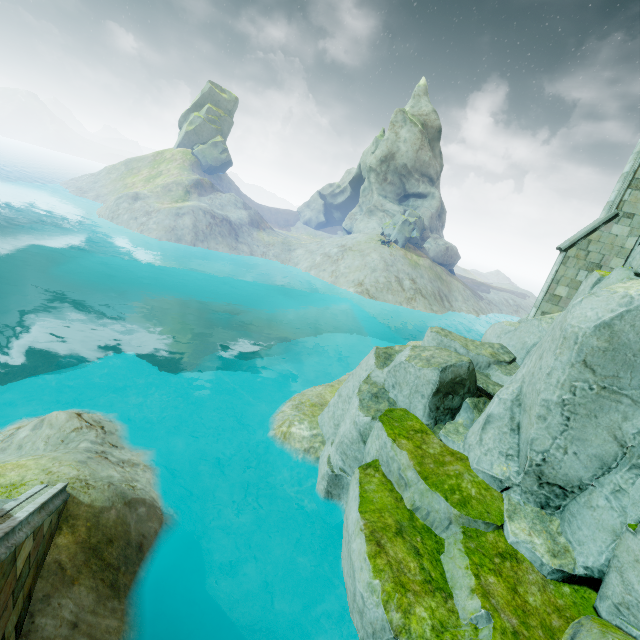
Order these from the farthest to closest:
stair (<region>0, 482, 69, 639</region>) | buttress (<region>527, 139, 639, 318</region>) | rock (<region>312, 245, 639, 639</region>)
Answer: buttress (<region>527, 139, 639, 318</region>), rock (<region>312, 245, 639, 639</region>), stair (<region>0, 482, 69, 639</region>)

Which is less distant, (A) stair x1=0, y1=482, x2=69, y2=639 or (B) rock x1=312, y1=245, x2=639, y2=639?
(A) stair x1=0, y1=482, x2=69, y2=639

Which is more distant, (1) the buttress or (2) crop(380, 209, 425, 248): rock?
(2) crop(380, 209, 425, 248): rock

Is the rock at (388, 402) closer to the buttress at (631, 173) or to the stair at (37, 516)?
the buttress at (631, 173)

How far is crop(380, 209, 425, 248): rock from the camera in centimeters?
4600cm

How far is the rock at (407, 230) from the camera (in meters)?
46.00

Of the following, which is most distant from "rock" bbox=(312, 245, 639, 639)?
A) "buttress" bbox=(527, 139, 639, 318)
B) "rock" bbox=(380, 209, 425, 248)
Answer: "rock" bbox=(380, 209, 425, 248)

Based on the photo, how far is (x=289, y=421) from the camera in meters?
11.9
